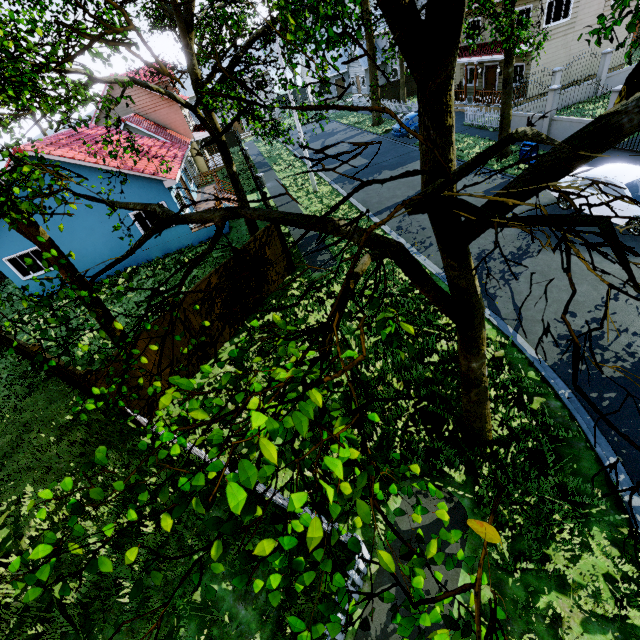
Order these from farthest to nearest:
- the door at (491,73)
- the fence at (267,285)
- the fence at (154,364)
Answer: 1. the door at (491,73)
2. the fence at (267,285)
3. the fence at (154,364)

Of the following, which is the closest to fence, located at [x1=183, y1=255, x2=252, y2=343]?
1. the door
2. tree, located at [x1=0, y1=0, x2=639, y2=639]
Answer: tree, located at [x1=0, y1=0, x2=639, y2=639]

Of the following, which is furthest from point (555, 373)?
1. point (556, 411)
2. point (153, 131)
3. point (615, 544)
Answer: point (153, 131)

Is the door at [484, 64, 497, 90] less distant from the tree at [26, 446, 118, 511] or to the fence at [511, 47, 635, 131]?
the fence at [511, 47, 635, 131]

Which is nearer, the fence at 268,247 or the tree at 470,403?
the tree at 470,403

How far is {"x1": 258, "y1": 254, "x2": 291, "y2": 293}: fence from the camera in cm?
1263

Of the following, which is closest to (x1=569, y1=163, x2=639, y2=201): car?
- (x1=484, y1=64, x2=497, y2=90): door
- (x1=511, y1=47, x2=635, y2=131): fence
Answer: (x1=511, y1=47, x2=635, y2=131): fence
